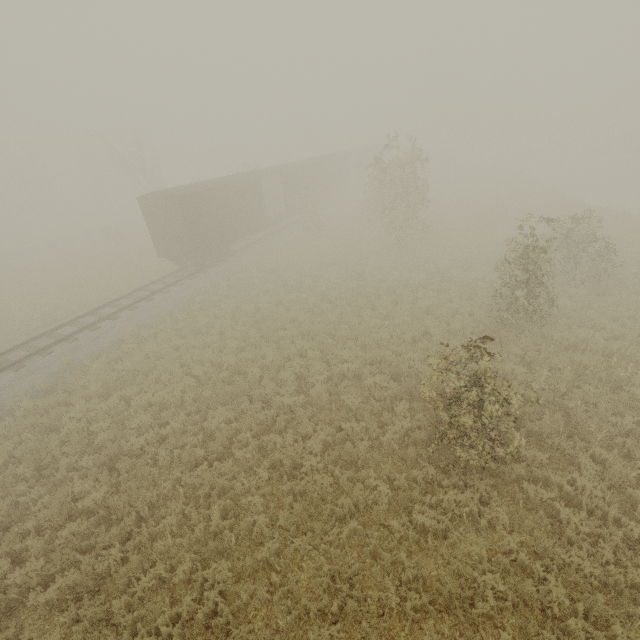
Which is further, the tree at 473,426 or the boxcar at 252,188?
the boxcar at 252,188

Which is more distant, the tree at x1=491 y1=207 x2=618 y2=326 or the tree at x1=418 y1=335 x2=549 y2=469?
the tree at x1=491 y1=207 x2=618 y2=326

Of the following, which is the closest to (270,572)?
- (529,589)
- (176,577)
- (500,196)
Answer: (176,577)

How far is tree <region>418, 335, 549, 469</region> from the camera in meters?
5.8

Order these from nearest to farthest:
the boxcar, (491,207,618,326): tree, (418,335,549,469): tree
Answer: (418,335,549,469): tree
(491,207,618,326): tree
the boxcar

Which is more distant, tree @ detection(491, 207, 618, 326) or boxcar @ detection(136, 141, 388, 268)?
boxcar @ detection(136, 141, 388, 268)
